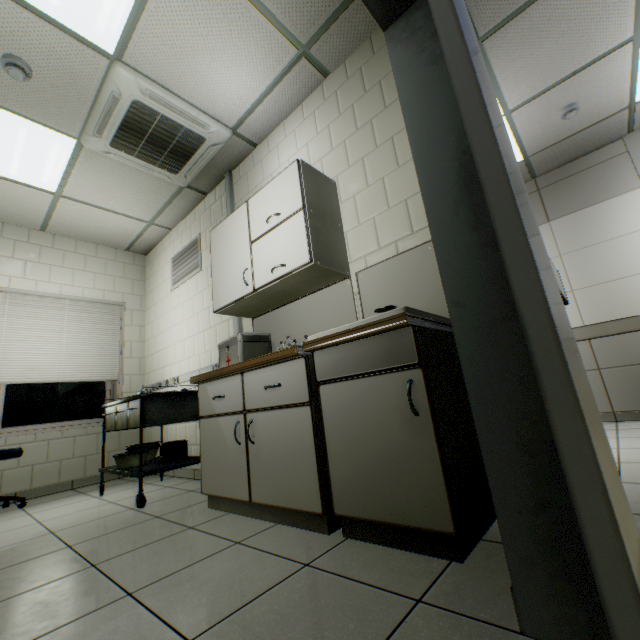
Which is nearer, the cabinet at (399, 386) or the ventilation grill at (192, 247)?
the cabinet at (399, 386)

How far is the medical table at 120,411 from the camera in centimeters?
269cm

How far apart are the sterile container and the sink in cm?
206

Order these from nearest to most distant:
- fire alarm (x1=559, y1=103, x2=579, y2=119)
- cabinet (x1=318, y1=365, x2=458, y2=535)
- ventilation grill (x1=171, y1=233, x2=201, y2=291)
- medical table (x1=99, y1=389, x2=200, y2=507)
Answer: cabinet (x1=318, y1=365, x2=458, y2=535)
medical table (x1=99, y1=389, x2=200, y2=507)
fire alarm (x1=559, y1=103, x2=579, y2=119)
ventilation grill (x1=171, y1=233, x2=201, y2=291)

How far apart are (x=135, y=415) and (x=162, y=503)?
0.8m

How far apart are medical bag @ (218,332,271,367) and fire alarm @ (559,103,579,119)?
3.8m

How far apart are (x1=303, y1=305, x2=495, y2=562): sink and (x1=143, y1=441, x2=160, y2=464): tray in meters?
2.3 m

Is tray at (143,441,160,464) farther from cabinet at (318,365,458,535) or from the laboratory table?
cabinet at (318,365,458,535)
